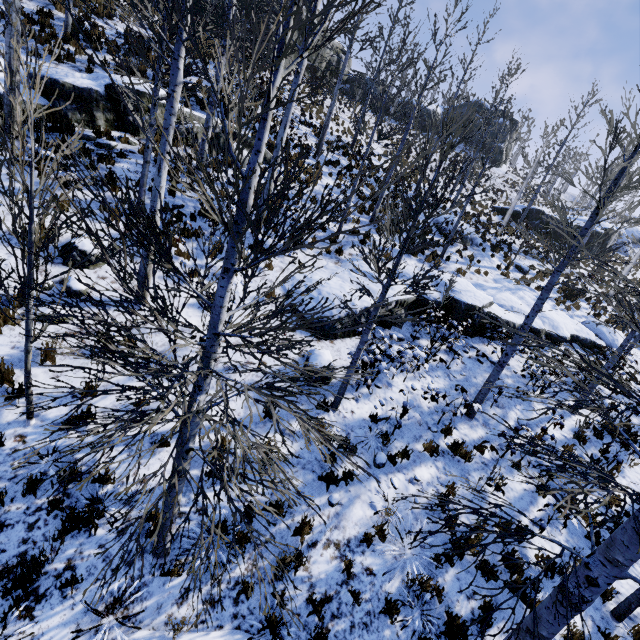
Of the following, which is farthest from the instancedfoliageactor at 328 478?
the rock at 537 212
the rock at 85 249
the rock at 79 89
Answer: the rock at 537 212

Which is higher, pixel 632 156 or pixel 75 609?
pixel 632 156

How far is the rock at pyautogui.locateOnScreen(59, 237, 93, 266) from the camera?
7.0 meters

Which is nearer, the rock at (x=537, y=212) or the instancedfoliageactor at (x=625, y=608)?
the instancedfoliageactor at (x=625, y=608)

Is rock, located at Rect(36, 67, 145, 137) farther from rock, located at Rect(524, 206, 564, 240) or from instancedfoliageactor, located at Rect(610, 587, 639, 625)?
rock, located at Rect(524, 206, 564, 240)

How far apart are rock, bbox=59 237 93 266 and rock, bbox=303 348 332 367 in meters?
5.3

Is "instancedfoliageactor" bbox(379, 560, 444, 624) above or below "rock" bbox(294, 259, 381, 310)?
below

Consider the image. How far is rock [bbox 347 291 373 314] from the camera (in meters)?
9.32
